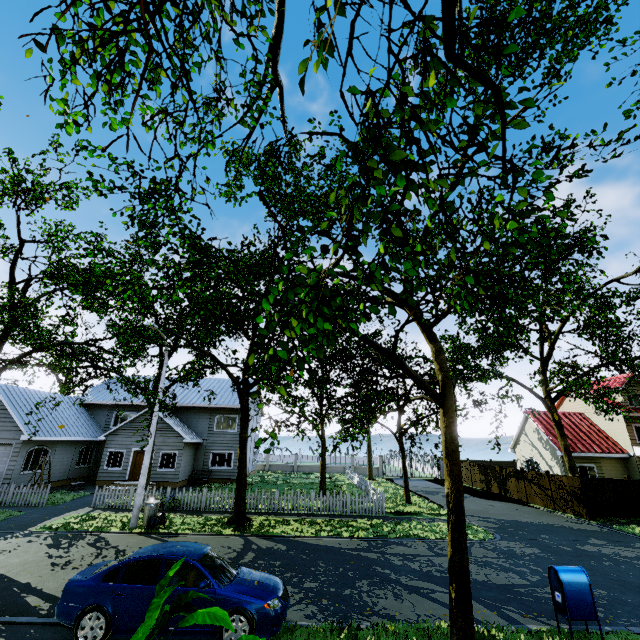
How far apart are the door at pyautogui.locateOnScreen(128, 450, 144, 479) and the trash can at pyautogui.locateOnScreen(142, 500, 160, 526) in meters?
11.1 m

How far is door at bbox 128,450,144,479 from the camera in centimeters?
2405cm

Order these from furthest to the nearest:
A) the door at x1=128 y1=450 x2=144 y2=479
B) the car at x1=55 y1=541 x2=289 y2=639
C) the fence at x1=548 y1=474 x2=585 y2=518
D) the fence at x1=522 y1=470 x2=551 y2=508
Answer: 1. the door at x1=128 y1=450 x2=144 y2=479
2. the fence at x1=522 y1=470 x2=551 y2=508
3. the fence at x1=548 y1=474 x2=585 y2=518
4. the car at x1=55 y1=541 x2=289 y2=639

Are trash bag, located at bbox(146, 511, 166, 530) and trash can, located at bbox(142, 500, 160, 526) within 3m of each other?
yes

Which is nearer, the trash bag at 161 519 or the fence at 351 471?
the trash bag at 161 519

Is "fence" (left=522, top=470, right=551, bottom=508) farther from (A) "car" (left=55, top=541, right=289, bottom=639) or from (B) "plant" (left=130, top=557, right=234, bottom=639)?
(A) "car" (left=55, top=541, right=289, bottom=639)

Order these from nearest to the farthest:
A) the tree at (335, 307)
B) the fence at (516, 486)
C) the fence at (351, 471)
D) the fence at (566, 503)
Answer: the tree at (335, 307), the fence at (351, 471), the fence at (566, 503), the fence at (516, 486)

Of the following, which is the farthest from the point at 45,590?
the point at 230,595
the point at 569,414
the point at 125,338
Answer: the point at 569,414
